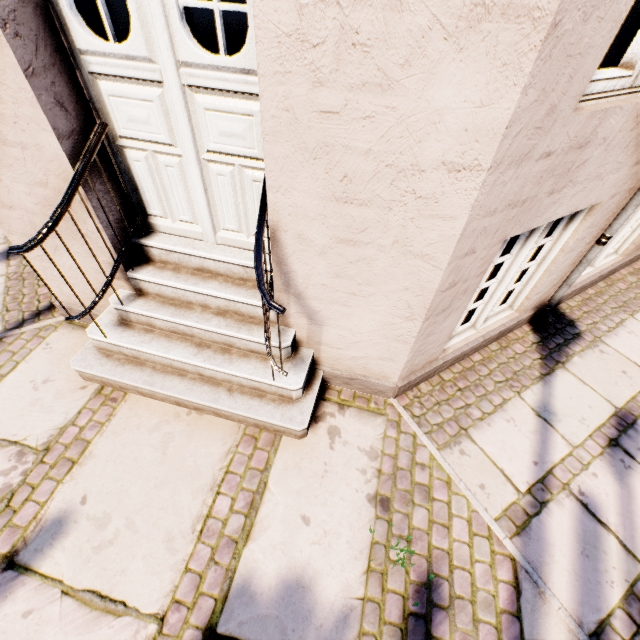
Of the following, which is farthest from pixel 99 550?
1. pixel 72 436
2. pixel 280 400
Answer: pixel 280 400
